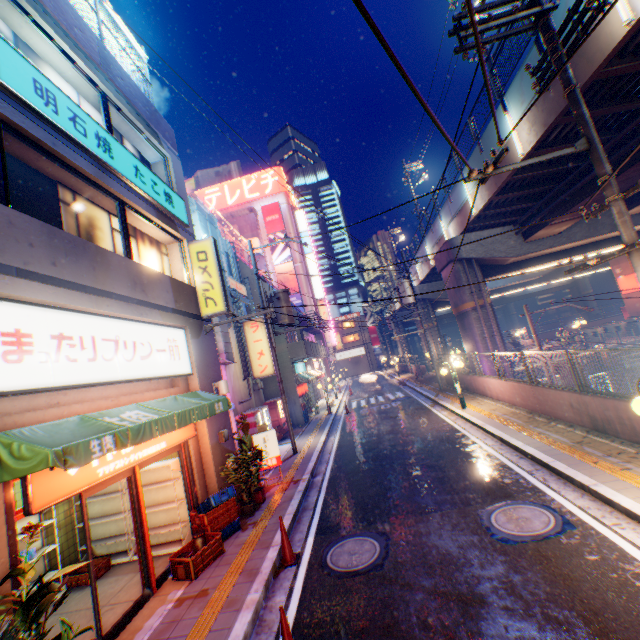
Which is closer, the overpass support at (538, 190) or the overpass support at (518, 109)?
the overpass support at (518, 109)

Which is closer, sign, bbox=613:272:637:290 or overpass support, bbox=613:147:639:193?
overpass support, bbox=613:147:639:193

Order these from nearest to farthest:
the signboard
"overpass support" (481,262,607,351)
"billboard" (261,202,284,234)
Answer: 1. "overpass support" (481,262,607,351)
2. "billboard" (261,202,284,234)
3. the signboard

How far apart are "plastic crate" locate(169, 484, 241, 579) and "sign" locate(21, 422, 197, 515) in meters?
1.4 m

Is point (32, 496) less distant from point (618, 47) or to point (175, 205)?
point (175, 205)

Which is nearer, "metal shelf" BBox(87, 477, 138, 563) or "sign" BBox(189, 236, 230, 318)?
"metal shelf" BBox(87, 477, 138, 563)

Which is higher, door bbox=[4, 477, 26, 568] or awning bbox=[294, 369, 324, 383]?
awning bbox=[294, 369, 324, 383]

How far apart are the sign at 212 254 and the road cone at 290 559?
5.9m
